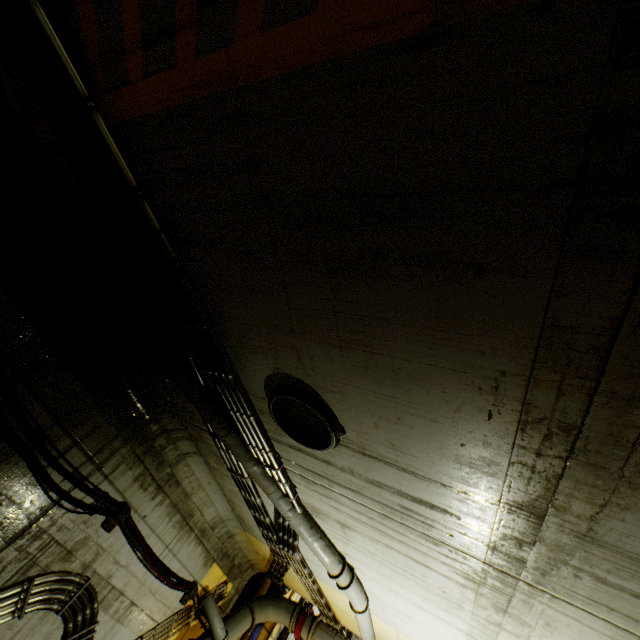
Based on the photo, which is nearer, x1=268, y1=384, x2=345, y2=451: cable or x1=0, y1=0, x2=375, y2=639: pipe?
x1=0, y1=0, x2=375, y2=639: pipe

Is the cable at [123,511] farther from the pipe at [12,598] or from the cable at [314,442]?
the cable at [314,442]

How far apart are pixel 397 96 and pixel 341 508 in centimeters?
417cm

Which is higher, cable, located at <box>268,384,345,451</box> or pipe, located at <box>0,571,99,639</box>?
cable, located at <box>268,384,345,451</box>

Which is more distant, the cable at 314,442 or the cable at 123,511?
the cable at 123,511

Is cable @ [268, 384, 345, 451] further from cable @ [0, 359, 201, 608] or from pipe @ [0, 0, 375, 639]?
cable @ [0, 359, 201, 608]

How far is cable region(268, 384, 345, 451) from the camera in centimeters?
291cm
